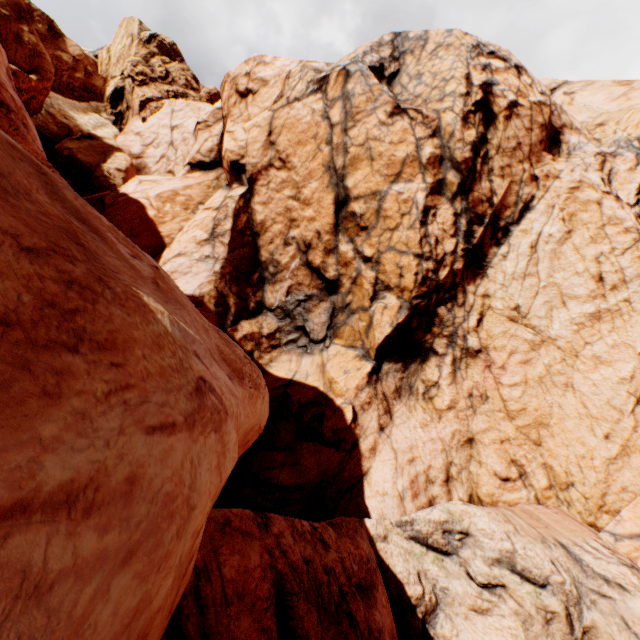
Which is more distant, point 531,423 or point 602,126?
point 602,126
